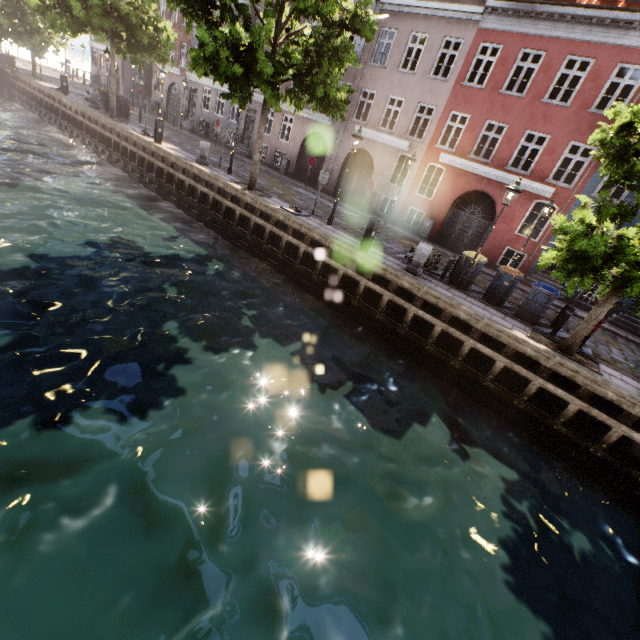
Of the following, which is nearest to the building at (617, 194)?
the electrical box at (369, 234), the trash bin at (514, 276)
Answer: the trash bin at (514, 276)

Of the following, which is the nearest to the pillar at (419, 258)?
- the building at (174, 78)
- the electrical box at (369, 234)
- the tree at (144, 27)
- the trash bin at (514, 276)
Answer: the electrical box at (369, 234)

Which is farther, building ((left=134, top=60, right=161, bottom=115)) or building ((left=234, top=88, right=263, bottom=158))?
building ((left=134, top=60, right=161, bottom=115))

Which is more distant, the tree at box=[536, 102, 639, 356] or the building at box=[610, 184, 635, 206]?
the building at box=[610, 184, 635, 206]

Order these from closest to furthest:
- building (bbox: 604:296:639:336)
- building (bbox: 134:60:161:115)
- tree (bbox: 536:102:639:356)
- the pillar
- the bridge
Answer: tree (bbox: 536:102:639:356) → the pillar → building (bbox: 604:296:639:336) → the bridge → building (bbox: 134:60:161:115)

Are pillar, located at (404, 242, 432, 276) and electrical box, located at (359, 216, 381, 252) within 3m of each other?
yes

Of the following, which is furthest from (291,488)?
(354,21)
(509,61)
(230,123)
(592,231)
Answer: (230,123)
